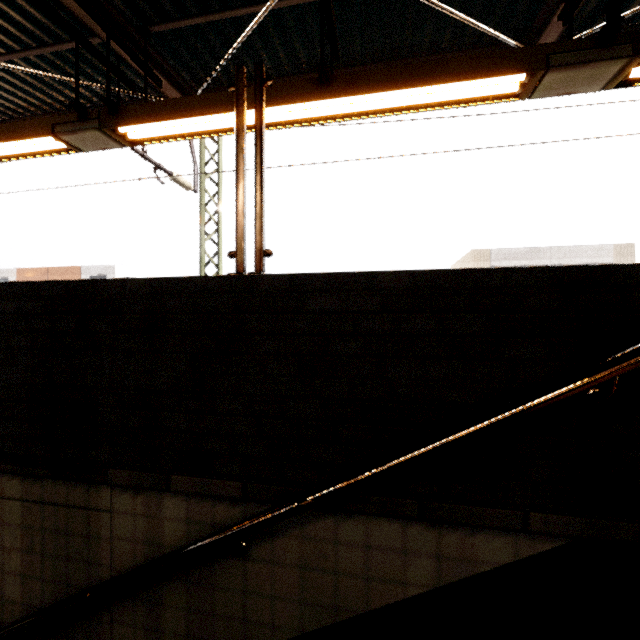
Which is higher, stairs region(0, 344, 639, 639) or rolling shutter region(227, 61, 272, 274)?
rolling shutter region(227, 61, 272, 274)

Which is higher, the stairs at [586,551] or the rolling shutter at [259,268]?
the rolling shutter at [259,268]

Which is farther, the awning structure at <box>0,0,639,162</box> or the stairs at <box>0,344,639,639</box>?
the awning structure at <box>0,0,639,162</box>

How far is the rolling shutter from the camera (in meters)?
1.63

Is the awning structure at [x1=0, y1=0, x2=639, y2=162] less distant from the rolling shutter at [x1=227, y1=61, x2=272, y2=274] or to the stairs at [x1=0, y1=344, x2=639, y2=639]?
the stairs at [x1=0, y1=344, x2=639, y2=639]

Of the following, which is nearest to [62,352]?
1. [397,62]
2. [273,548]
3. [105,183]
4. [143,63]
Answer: [273,548]

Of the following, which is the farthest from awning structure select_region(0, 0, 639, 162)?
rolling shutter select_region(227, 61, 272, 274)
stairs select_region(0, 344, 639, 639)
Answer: rolling shutter select_region(227, 61, 272, 274)

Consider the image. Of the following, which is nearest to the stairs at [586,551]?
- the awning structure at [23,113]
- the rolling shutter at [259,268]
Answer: the awning structure at [23,113]
